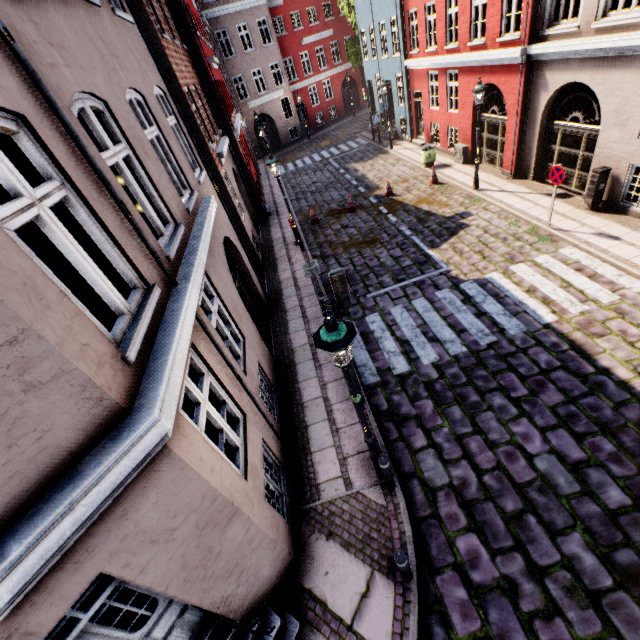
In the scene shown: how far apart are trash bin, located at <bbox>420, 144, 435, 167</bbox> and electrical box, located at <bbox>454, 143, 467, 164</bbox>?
0.9m

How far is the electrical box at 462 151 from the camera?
15.8m

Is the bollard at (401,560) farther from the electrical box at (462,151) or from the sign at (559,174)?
the electrical box at (462,151)

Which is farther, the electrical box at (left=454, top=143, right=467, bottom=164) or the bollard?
the electrical box at (left=454, top=143, right=467, bottom=164)

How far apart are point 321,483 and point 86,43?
7.7m

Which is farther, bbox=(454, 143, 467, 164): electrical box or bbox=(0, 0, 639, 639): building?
bbox=(454, 143, 467, 164): electrical box

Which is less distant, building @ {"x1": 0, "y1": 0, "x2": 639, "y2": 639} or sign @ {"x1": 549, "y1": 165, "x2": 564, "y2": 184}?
building @ {"x1": 0, "y1": 0, "x2": 639, "y2": 639}

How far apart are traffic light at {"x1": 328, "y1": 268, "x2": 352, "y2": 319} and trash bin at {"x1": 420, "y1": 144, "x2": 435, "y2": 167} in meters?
14.6 m
